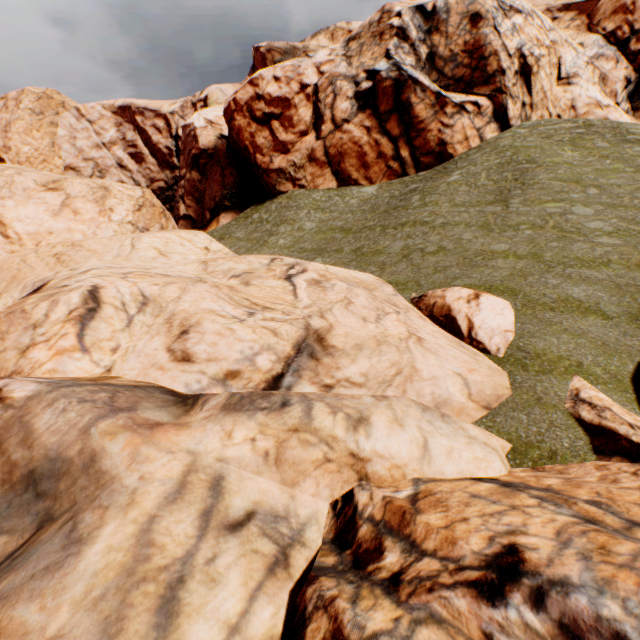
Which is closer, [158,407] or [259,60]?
[158,407]
